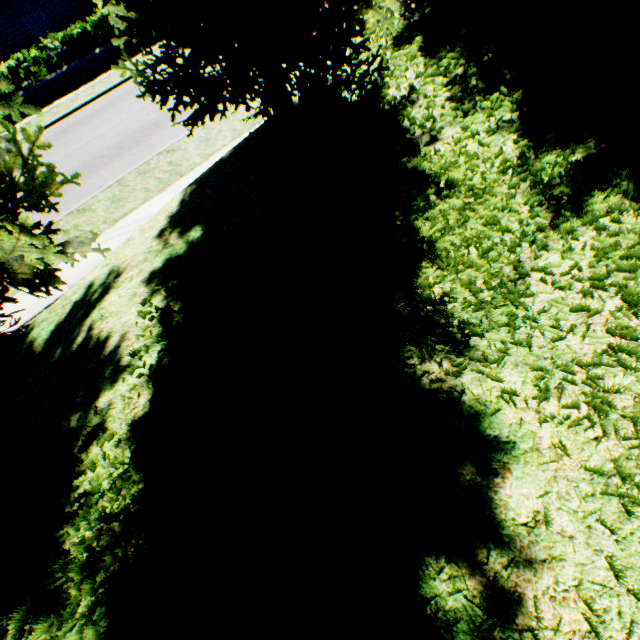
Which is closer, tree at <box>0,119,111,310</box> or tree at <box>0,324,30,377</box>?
tree at <box>0,119,111,310</box>

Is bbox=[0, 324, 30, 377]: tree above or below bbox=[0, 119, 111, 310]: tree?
below

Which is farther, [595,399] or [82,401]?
[82,401]

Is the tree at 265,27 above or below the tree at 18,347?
above
